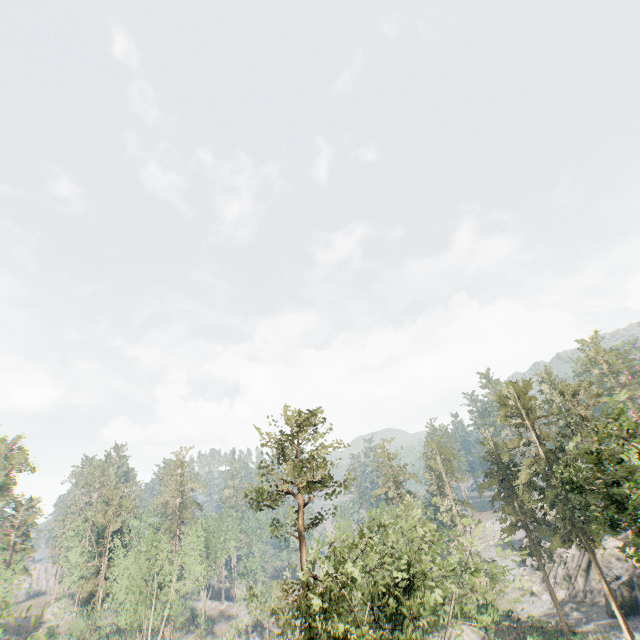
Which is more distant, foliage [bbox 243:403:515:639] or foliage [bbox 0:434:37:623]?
foliage [bbox 0:434:37:623]

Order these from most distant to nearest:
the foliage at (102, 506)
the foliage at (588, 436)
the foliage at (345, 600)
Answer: the foliage at (102, 506), the foliage at (588, 436), the foliage at (345, 600)

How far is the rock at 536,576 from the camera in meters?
50.0

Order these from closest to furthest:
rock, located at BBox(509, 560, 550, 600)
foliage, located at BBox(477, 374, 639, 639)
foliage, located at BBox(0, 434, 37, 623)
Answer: foliage, located at BBox(477, 374, 639, 639) < foliage, located at BBox(0, 434, 37, 623) < rock, located at BBox(509, 560, 550, 600)

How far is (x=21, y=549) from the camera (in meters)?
53.72

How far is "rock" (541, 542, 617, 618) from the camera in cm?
4131

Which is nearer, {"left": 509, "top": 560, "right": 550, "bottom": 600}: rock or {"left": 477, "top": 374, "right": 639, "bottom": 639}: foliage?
{"left": 477, "top": 374, "right": 639, "bottom": 639}: foliage
